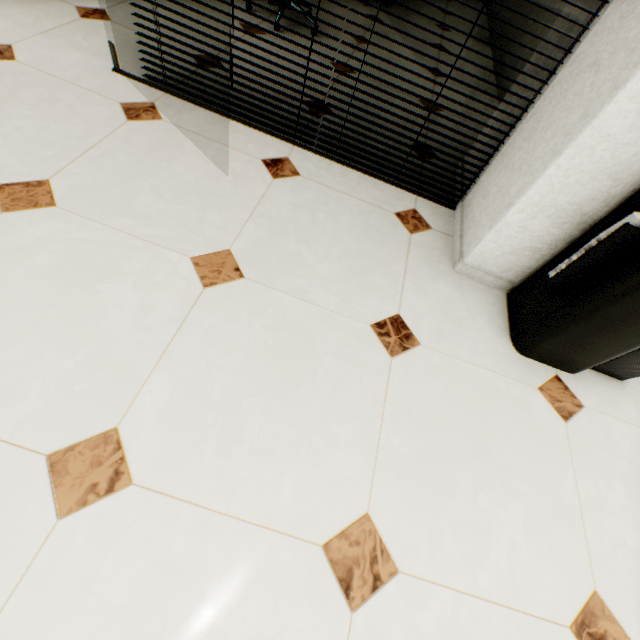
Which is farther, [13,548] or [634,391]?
[634,391]
